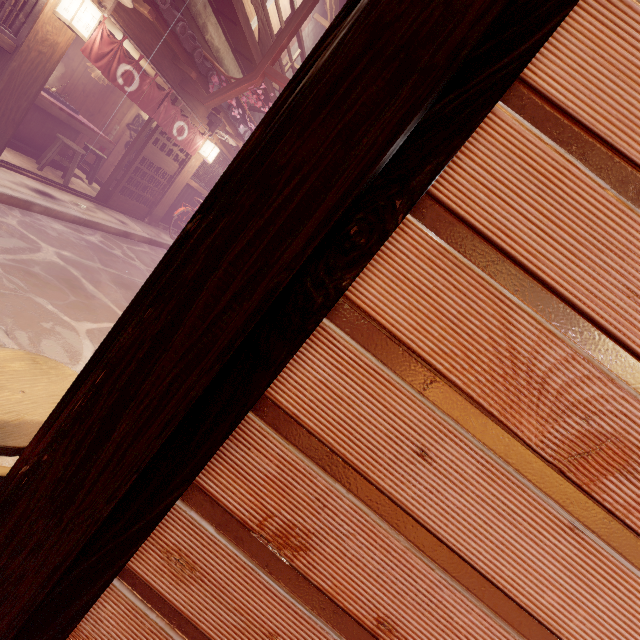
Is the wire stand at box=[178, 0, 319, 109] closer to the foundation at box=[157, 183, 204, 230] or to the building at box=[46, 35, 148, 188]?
the building at box=[46, 35, 148, 188]

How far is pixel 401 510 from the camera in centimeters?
152cm

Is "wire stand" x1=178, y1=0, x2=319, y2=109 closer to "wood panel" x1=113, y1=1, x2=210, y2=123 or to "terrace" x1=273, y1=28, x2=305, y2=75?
"wood panel" x1=113, y1=1, x2=210, y2=123

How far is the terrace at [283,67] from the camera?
15.5 meters

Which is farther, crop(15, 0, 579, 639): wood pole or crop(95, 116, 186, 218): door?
crop(95, 116, 186, 218): door

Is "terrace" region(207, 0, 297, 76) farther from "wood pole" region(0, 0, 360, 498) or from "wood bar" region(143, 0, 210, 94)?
"wood pole" region(0, 0, 360, 498)

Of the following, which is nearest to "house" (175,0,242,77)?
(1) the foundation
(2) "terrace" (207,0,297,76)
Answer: (2) "terrace" (207,0,297,76)

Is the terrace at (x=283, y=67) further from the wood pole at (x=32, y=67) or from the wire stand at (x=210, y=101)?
the wood pole at (x=32, y=67)
